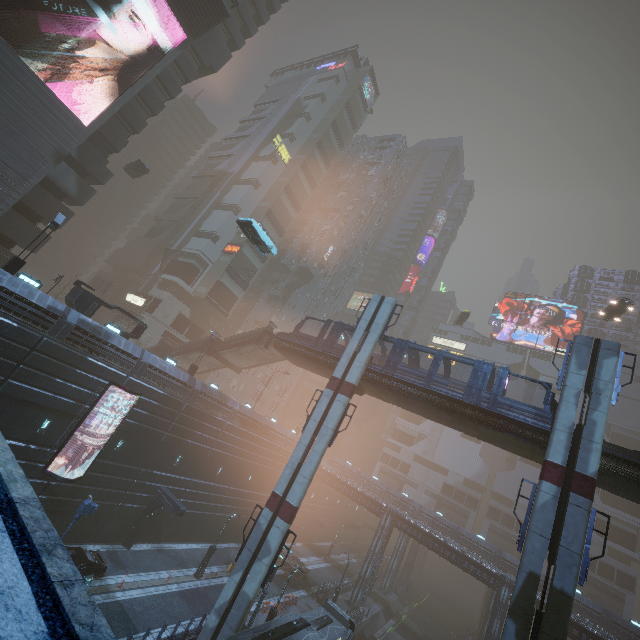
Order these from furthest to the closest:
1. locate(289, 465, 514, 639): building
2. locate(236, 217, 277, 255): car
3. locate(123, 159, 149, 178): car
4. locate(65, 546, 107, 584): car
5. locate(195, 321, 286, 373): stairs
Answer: locate(123, 159, 149, 178): car → locate(289, 465, 514, 639): building → locate(195, 321, 286, 373): stairs → locate(236, 217, 277, 255): car → locate(65, 546, 107, 584): car

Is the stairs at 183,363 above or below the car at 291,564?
above

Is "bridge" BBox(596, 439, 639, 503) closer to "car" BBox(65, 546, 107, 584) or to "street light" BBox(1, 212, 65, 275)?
"street light" BBox(1, 212, 65, 275)

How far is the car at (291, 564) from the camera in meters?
34.9 m

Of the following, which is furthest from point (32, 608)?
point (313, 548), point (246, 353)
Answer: point (313, 548)

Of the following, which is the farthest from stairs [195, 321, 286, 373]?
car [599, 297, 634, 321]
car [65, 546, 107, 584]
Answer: car [599, 297, 634, 321]

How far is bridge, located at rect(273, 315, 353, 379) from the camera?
27.67m

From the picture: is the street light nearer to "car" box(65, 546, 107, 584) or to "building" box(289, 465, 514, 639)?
"building" box(289, 465, 514, 639)
